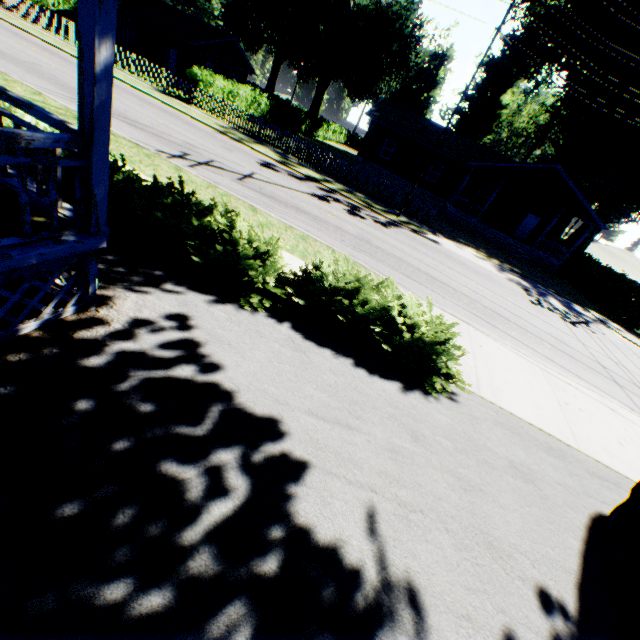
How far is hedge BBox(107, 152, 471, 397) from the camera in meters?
5.6

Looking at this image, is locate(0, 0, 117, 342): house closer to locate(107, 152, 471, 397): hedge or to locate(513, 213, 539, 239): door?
locate(107, 152, 471, 397): hedge

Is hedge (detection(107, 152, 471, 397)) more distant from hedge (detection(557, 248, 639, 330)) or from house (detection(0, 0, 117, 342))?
hedge (detection(557, 248, 639, 330))

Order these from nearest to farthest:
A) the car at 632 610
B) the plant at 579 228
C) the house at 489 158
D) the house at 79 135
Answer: the house at 79 135 → the car at 632 610 → the house at 489 158 → the plant at 579 228

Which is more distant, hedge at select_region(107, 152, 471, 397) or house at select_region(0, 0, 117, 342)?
hedge at select_region(107, 152, 471, 397)

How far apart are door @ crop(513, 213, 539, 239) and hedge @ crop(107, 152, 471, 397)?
32.08m

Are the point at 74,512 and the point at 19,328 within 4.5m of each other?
yes

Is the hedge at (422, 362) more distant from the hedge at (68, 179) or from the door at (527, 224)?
the door at (527, 224)
